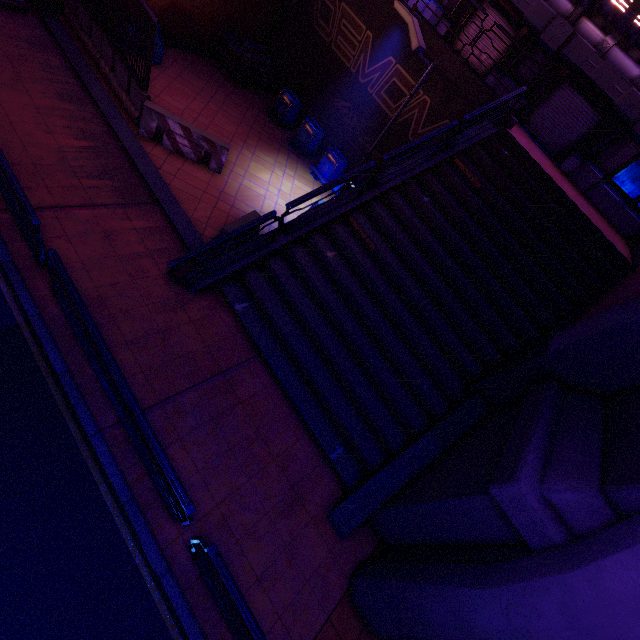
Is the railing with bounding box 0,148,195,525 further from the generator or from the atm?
the generator

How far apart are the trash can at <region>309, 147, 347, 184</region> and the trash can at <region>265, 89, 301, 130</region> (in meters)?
2.37

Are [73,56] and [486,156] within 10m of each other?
no

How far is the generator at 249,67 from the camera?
13.60m

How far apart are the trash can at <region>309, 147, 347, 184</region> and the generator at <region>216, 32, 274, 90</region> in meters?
4.9 m

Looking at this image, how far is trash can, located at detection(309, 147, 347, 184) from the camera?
13.5m

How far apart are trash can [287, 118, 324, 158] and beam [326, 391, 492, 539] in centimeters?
1184cm

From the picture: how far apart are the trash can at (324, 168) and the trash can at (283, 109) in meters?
2.4
